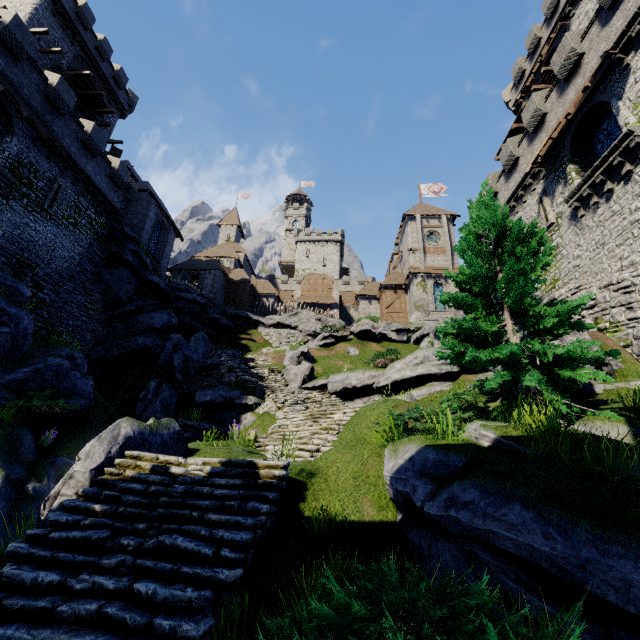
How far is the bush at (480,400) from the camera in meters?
7.5 m

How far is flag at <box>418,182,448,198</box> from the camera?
47.59m

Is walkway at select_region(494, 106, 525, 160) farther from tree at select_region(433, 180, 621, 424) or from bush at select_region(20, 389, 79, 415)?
bush at select_region(20, 389, 79, 415)

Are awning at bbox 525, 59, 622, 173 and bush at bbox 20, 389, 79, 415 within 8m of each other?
no

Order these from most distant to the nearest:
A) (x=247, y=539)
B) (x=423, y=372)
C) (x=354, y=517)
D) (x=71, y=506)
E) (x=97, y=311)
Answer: (x=97, y=311) < (x=423, y=372) < (x=354, y=517) < (x=71, y=506) < (x=247, y=539)

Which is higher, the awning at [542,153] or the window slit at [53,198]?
the awning at [542,153]

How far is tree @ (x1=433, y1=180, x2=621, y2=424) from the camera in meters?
7.6 m

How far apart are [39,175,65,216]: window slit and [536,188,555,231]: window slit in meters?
30.0
